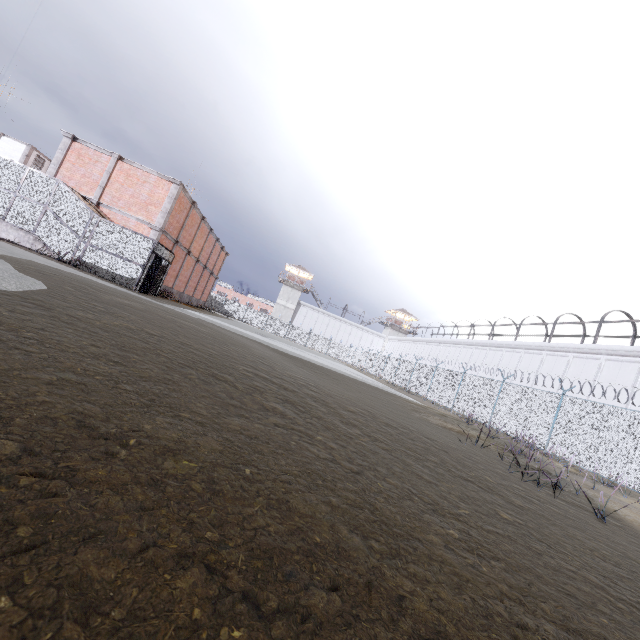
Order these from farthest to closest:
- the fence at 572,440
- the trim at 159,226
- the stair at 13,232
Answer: the trim at 159,226, the stair at 13,232, the fence at 572,440

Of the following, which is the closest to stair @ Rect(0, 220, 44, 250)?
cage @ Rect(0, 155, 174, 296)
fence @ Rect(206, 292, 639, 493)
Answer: cage @ Rect(0, 155, 174, 296)

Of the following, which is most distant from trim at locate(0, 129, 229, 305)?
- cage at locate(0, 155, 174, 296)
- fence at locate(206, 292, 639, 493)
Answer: fence at locate(206, 292, 639, 493)

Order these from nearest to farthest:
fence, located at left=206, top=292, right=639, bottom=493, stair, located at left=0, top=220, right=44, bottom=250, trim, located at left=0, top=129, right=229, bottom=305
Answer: fence, located at left=206, top=292, right=639, bottom=493 → stair, located at left=0, top=220, right=44, bottom=250 → trim, located at left=0, top=129, right=229, bottom=305

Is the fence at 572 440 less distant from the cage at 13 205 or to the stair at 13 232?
the cage at 13 205

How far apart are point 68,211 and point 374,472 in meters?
20.1 m

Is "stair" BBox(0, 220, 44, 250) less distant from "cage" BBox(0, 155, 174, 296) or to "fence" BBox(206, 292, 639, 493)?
"cage" BBox(0, 155, 174, 296)

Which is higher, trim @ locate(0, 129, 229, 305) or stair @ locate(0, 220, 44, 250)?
trim @ locate(0, 129, 229, 305)
